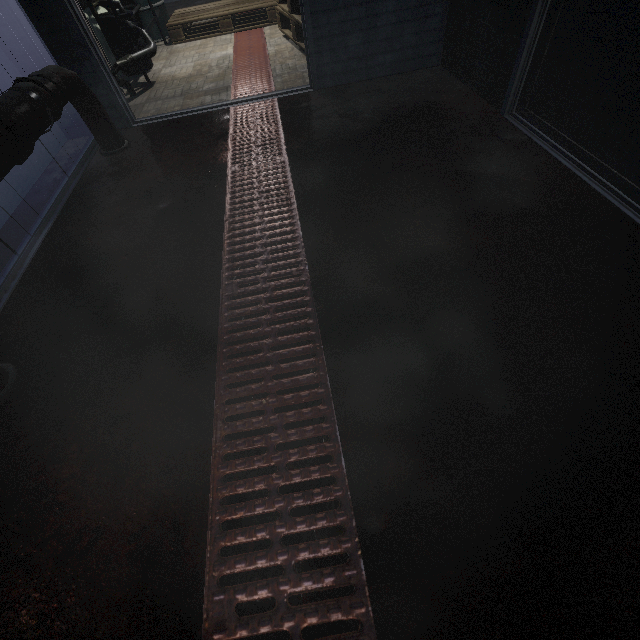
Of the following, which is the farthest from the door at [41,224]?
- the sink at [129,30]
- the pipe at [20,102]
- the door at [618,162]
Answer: the door at [618,162]

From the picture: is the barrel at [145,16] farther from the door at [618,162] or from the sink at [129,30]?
the door at [618,162]

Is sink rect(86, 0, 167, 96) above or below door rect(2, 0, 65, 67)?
below

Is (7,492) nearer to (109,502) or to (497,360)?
(109,502)

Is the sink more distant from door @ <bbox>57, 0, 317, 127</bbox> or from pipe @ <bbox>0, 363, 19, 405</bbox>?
pipe @ <bbox>0, 363, 19, 405</bbox>

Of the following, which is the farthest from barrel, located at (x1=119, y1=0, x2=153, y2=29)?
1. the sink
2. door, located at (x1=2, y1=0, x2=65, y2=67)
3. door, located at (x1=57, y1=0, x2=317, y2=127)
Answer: door, located at (x1=2, y1=0, x2=65, y2=67)

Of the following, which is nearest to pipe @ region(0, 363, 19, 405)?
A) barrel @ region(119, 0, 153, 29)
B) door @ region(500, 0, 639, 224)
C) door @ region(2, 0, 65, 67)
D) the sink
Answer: Result: door @ region(2, 0, 65, 67)

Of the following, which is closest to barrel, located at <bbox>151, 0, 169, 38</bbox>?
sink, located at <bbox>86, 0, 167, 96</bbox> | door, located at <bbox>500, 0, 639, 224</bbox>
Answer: sink, located at <bbox>86, 0, 167, 96</bbox>
